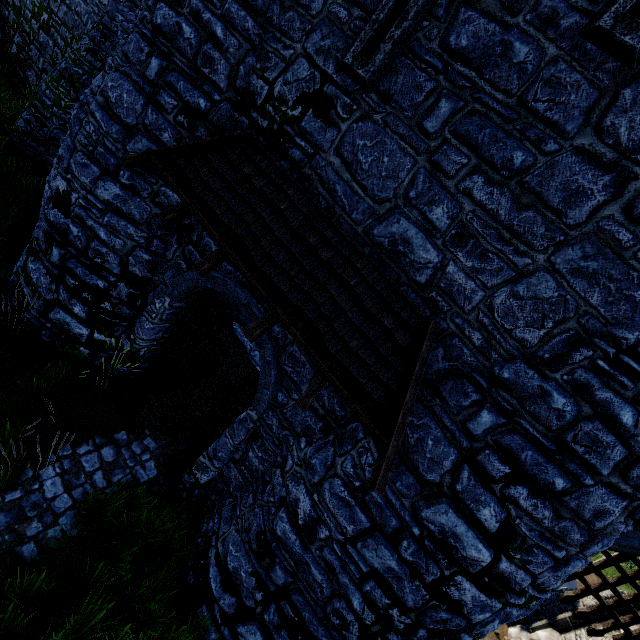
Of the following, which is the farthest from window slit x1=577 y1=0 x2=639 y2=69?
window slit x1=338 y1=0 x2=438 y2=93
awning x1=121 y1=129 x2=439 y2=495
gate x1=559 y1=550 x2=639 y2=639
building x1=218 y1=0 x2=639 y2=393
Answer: gate x1=559 y1=550 x2=639 y2=639

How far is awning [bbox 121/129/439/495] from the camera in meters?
4.1

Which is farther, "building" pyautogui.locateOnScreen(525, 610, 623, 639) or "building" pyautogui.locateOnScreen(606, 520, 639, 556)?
"building" pyautogui.locateOnScreen(525, 610, 623, 639)

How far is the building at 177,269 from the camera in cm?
591

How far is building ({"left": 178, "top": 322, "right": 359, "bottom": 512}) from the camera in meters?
5.4

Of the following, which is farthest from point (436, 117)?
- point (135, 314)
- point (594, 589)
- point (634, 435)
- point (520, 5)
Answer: point (594, 589)

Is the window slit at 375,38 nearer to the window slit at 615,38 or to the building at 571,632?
the building at 571,632

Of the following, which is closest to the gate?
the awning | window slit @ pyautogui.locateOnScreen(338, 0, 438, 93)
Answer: the awning
